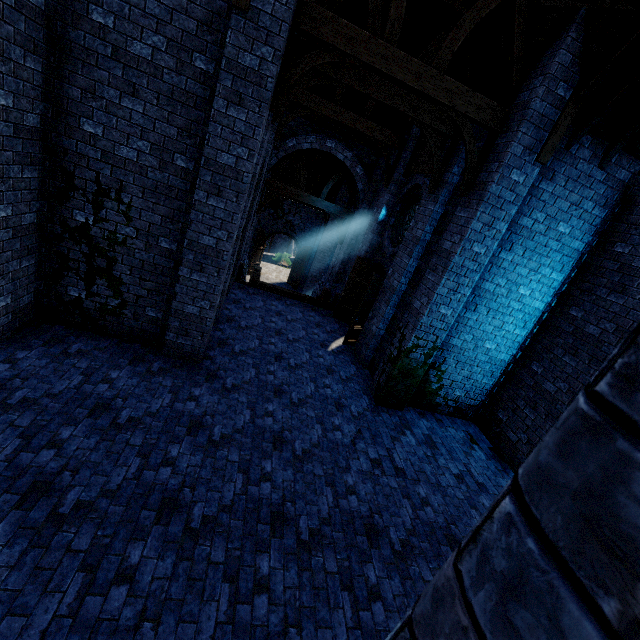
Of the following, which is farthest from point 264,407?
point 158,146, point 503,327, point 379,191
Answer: point 379,191

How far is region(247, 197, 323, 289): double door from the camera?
23.16m

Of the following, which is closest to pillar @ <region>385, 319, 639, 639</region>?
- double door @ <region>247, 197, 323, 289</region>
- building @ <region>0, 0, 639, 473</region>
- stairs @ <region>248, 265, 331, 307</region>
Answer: building @ <region>0, 0, 639, 473</region>

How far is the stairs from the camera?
12.55m

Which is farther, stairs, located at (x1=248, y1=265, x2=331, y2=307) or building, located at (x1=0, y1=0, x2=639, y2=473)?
stairs, located at (x1=248, y1=265, x2=331, y2=307)

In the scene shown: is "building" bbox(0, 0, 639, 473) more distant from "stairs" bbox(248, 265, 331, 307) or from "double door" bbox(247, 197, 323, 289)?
"stairs" bbox(248, 265, 331, 307)

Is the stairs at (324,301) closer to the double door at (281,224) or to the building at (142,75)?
the building at (142,75)
